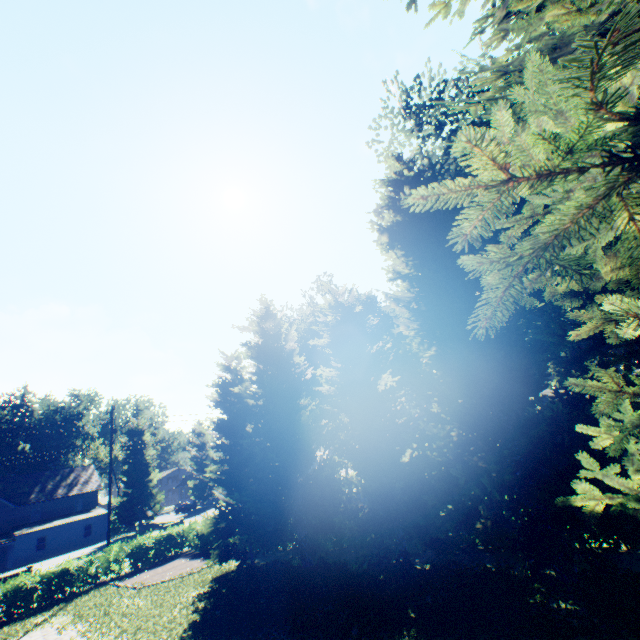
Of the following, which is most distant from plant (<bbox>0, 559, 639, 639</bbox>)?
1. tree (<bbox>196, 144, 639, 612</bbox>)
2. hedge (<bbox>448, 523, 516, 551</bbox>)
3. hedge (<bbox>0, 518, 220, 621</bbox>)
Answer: hedge (<bbox>448, 523, 516, 551</bbox>)

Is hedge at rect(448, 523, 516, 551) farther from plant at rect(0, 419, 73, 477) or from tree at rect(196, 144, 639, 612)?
plant at rect(0, 419, 73, 477)

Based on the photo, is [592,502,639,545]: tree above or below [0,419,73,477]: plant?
below

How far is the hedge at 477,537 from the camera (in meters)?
11.81

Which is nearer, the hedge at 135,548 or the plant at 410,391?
the hedge at 135,548

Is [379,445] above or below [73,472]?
below

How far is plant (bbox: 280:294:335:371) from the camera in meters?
35.1 m
